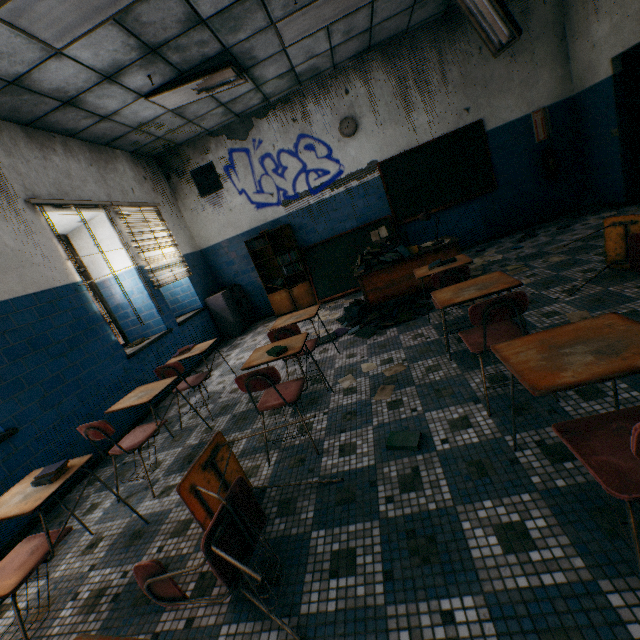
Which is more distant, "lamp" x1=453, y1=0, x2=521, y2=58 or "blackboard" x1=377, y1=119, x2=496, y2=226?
"blackboard" x1=377, y1=119, x2=496, y2=226

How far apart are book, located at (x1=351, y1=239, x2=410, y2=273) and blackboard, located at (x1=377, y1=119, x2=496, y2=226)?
1.3 meters

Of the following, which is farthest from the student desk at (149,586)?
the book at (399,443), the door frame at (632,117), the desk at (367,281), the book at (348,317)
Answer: the door frame at (632,117)

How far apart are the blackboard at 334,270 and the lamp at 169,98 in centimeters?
274cm

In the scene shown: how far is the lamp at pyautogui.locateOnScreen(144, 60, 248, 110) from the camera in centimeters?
428cm

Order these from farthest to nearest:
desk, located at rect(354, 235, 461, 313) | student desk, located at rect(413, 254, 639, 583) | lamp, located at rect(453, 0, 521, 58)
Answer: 1. desk, located at rect(354, 235, 461, 313)
2. lamp, located at rect(453, 0, 521, 58)
3. student desk, located at rect(413, 254, 639, 583)

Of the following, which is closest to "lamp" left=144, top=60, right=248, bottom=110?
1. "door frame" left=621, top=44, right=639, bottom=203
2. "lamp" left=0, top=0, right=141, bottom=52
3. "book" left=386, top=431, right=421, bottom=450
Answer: "lamp" left=0, top=0, right=141, bottom=52

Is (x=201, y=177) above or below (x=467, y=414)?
above
